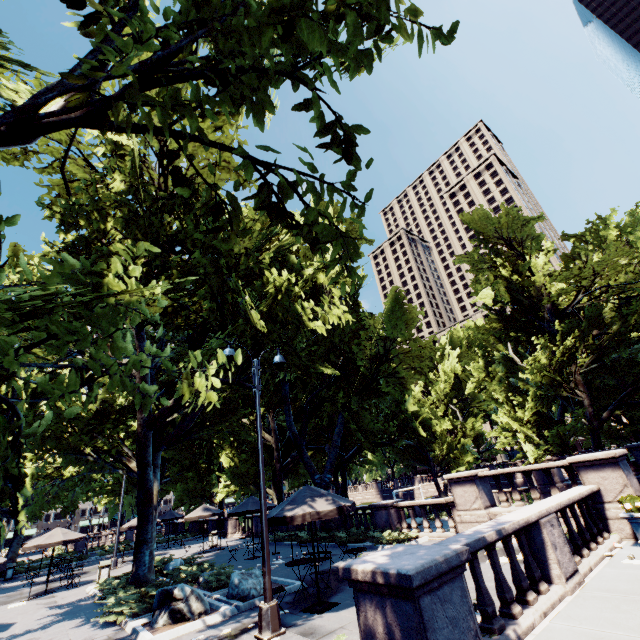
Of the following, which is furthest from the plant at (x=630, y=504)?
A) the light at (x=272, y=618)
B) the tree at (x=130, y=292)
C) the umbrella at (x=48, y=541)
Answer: the umbrella at (x=48, y=541)

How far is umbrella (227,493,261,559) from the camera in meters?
17.4

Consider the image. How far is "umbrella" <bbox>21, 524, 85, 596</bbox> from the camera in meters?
17.0 m

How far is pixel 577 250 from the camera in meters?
19.0 m

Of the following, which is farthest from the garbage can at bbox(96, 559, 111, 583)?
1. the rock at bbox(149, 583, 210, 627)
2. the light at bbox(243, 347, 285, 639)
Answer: the light at bbox(243, 347, 285, 639)

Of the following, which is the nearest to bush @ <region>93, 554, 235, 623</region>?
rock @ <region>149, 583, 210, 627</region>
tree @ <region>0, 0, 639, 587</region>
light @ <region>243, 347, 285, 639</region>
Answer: tree @ <region>0, 0, 639, 587</region>

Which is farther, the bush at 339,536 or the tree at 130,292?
the bush at 339,536

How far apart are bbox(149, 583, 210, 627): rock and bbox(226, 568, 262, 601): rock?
0.69m
